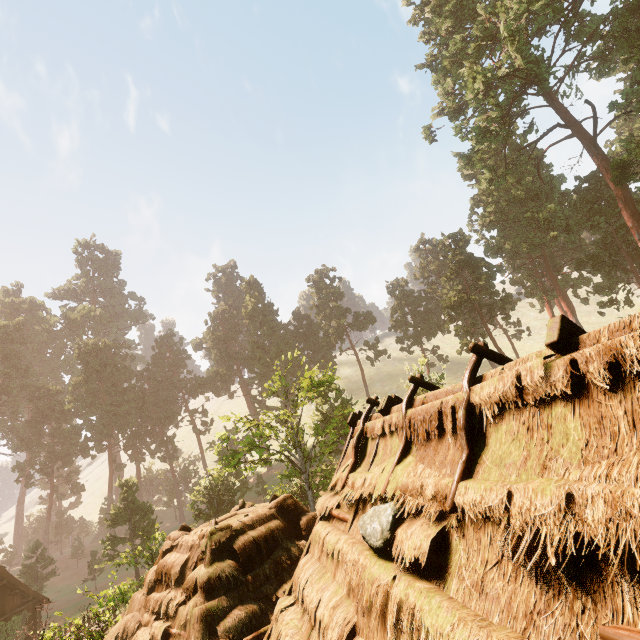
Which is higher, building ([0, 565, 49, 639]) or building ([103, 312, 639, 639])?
building ([103, 312, 639, 639])

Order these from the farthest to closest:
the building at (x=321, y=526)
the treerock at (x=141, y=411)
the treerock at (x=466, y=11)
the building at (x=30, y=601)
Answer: the treerock at (x=466, y=11) < the treerock at (x=141, y=411) < the building at (x=30, y=601) < the building at (x=321, y=526)

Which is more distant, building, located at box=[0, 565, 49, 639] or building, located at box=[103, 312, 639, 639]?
building, located at box=[0, 565, 49, 639]

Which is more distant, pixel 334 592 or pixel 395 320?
pixel 395 320

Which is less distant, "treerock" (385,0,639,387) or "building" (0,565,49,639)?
"building" (0,565,49,639)

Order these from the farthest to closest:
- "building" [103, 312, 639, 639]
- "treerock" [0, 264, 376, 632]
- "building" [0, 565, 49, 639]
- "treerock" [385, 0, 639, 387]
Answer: "treerock" [385, 0, 639, 387] → "treerock" [0, 264, 376, 632] → "building" [0, 565, 49, 639] → "building" [103, 312, 639, 639]

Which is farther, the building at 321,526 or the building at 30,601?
the building at 30,601
